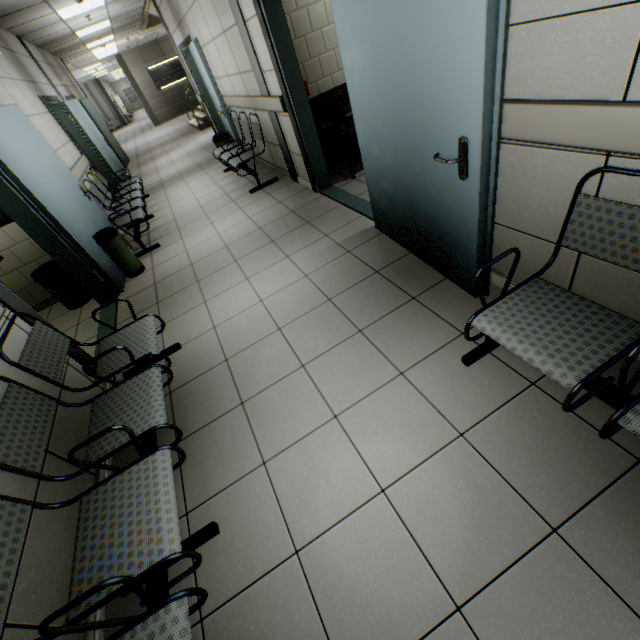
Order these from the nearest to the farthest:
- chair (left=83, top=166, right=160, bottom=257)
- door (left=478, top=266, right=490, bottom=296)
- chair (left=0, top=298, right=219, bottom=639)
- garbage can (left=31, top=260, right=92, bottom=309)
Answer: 1. chair (left=0, top=298, right=219, bottom=639)
2. door (left=478, top=266, right=490, bottom=296)
3. garbage can (left=31, top=260, right=92, bottom=309)
4. chair (left=83, top=166, right=160, bottom=257)

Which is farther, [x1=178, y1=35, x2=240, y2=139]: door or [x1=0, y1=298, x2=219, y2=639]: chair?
[x1=178, y1=35, x2=240, y2=139]: door

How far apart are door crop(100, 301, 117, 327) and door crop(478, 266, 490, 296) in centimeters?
283cm

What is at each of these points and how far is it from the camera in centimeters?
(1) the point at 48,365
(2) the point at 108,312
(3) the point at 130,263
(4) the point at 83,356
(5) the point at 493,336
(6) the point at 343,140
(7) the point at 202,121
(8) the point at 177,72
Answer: (1) chair, 206cm
(2) door, 379cm
(3) garbage can, 423cm
(4) door, 261cm
(5) chair, 152cm
(6) sofa, 409cm
(7) stairs, 1234cm
(8) sign, 1733cm

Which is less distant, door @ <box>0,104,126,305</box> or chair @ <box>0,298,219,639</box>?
chair @ <box>0,298,219,639</box>

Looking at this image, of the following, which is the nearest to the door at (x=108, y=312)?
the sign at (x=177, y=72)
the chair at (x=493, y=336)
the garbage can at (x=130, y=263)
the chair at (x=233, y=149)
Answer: the garbage can at (x=130, y=263)

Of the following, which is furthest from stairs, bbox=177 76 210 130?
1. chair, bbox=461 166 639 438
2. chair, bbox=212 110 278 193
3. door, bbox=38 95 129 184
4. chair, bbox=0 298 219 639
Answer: chair, bbox=461 166 639 438

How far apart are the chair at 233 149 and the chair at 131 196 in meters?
1.6
